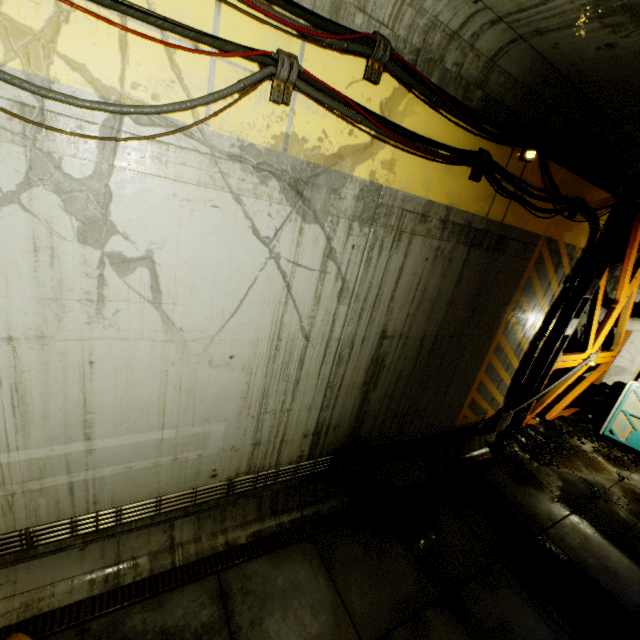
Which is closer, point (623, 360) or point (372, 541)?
point (372, 541)

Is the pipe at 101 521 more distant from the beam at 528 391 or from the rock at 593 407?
the beam at 528 391

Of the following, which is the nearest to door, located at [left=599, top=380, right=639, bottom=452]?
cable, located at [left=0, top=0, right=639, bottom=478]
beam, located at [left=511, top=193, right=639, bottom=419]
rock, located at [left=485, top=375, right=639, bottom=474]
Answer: rock, located at [left=485, top=375, right=639, bottom=474]

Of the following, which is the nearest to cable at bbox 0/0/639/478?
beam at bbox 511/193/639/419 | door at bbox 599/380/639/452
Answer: beam at bbox 511/193/639/419

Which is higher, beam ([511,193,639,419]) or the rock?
beam ([511,193,639,419])

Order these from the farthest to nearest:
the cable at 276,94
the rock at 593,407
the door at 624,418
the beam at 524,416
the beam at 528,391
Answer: the door at 624,418 → the beam at 524,416 → the rock at 593,407 → the beam at 528,391 → the cable at 276,94

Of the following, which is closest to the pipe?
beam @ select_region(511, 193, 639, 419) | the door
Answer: beam @ select_region(511, 193, 639, 419)

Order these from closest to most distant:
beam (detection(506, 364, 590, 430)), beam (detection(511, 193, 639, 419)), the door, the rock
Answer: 1. beam (detection(511, 193, 639, 419))
2. the rock
3. beam (detection(506, 364, 590, 430))
4. the door
